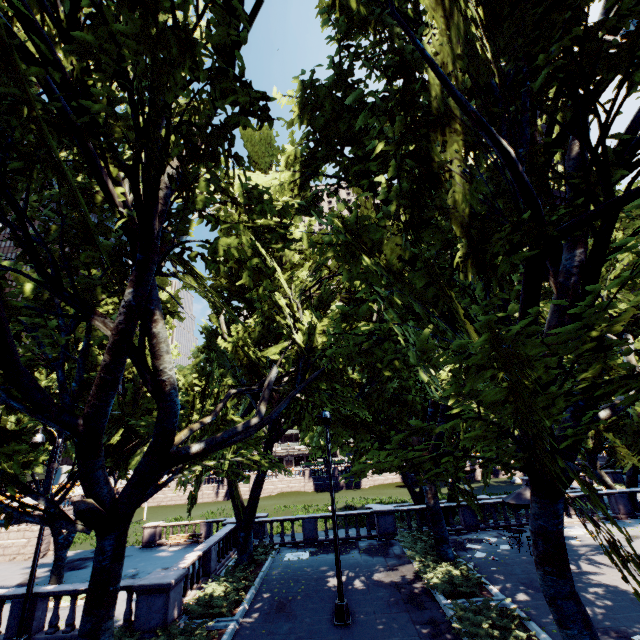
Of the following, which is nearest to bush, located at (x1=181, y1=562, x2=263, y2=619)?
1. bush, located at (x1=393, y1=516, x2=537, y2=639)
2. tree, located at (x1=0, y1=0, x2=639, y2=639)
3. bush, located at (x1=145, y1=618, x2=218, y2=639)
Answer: bush, located at (x1=145, y1=618, x2=218, y2=639)

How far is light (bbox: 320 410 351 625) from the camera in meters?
11.3

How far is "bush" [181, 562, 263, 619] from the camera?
12.38m

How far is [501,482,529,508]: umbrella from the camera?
16.25m

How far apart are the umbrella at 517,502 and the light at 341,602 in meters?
10.2

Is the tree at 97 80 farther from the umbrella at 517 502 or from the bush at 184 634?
the umbrella at 517 502

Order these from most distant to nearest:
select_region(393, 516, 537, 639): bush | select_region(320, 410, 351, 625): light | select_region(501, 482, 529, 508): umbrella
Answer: select_region(501, 482, 529, 508): umbrella → select_region(320, 410, 351, 625): light → select_region(393, 516, 537, 639): bush

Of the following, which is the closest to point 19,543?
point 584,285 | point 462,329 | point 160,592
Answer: point 160,592
